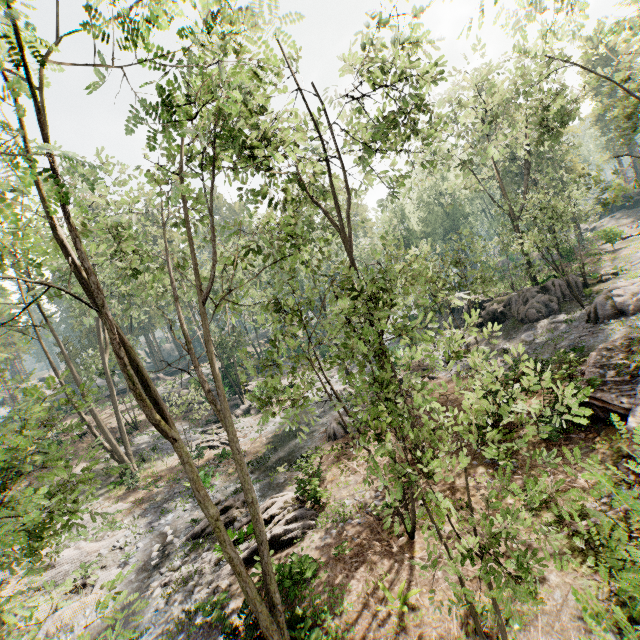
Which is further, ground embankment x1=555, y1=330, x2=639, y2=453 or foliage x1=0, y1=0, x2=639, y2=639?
ground embankment x1=555, y1=330, x2=639, y2=453

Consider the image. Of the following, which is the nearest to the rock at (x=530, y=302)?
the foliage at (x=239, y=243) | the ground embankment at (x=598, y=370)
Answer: the foliage at (x=239, y=243)

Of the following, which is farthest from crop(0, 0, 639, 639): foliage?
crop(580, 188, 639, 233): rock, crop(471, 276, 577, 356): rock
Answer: crop(580, 188, 639, 233): rock

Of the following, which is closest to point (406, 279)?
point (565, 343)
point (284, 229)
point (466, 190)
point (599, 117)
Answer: point (284, 229)

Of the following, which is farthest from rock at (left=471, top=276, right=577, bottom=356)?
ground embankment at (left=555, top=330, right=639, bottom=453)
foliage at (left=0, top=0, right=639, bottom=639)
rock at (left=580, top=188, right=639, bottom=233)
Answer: rock at (left=580, top=188, right=639, bottom=233)

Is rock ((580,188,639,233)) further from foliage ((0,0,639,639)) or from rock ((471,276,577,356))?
rock ((471,276,577,356))

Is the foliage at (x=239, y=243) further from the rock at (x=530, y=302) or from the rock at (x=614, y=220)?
the rock at (x=614, y=220)

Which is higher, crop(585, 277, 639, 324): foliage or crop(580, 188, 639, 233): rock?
crop(580, 188, 639, 233): rock
